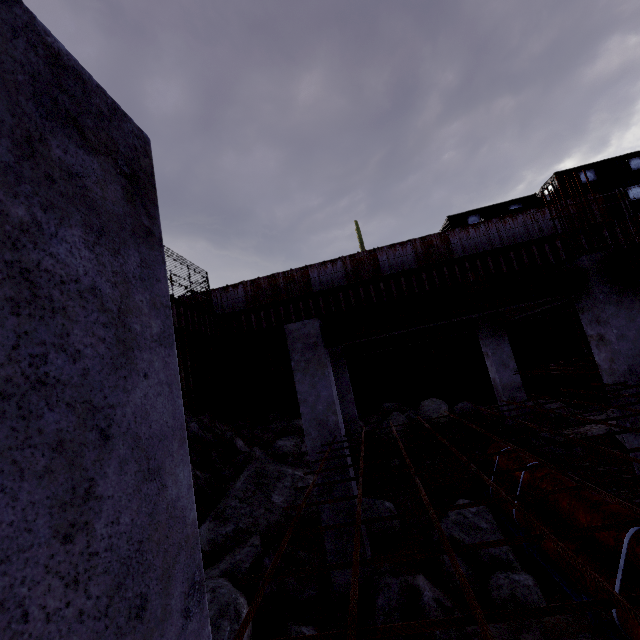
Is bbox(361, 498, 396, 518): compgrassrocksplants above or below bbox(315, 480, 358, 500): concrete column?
below

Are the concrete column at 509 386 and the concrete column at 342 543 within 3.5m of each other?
no

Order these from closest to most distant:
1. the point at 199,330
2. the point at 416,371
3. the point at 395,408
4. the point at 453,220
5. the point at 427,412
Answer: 1. the point at 427,412
2. the point at 395,408
3. the point at 199,330
4. the point at 416,371
5. the point at 453,220

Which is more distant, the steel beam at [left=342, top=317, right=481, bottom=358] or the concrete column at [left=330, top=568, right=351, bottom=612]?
the steel beam at [left=342, top=317, right=481, bottom=358]

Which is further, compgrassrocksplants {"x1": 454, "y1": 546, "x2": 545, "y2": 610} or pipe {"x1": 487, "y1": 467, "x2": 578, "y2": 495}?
pipe {"x1": 487, "y1": 467, "x2": 578, "y2": 495}

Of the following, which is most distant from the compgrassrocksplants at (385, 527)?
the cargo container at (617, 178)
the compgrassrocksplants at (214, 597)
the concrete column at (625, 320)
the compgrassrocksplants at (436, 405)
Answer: the cargo container at (617, 178)

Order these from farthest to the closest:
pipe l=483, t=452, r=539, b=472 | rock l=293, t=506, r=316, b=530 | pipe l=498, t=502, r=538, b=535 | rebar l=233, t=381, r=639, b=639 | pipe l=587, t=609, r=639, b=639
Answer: rock l=293, t=506, r=316, b=530 → pipe l=483, t=452, r=539, b=472 → pipe l=498, t=502, r=538, b=535 → pipe l=587, t=609, r=639, b=639 → rebar l=233, t=381, r=639, b=639

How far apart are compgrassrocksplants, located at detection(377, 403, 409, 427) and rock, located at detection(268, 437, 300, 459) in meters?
2.2
